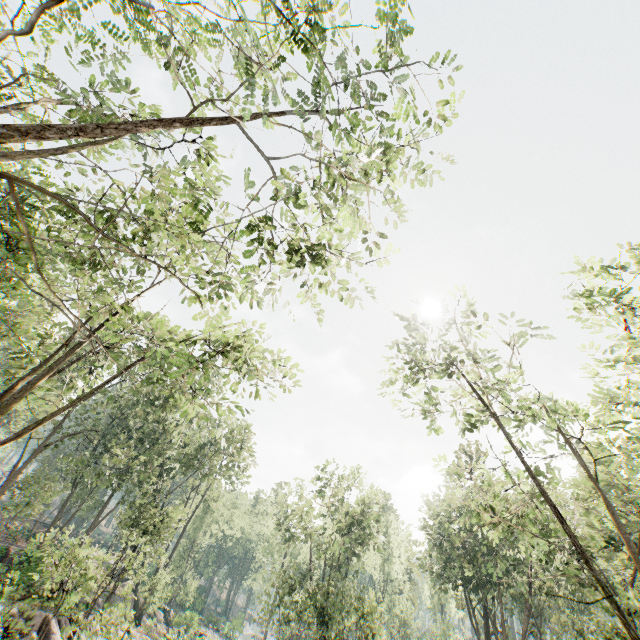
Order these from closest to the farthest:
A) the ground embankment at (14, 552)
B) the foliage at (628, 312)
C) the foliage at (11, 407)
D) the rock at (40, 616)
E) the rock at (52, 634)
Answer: the foliage at (11, 407) → the foliage at (628, 312) → the rock at (40, 616) → the rock at (52, 634) → the ground embankment at (14, 552)

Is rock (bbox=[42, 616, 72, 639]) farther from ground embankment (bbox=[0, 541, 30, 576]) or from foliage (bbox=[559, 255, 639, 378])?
ground embankment (bbox=[0, 541, 30, 576])

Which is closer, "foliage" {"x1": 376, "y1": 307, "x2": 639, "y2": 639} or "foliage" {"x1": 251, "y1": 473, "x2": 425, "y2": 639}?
"foliage" {"x1": 376, "y1": 307, "x2": 639, "y2": 639}

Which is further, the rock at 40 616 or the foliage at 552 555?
the rock at 40 616

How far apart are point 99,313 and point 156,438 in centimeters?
2941cm

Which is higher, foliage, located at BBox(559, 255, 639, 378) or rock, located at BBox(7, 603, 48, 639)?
foliage, located at BBox(559, 255, 639, 378)
